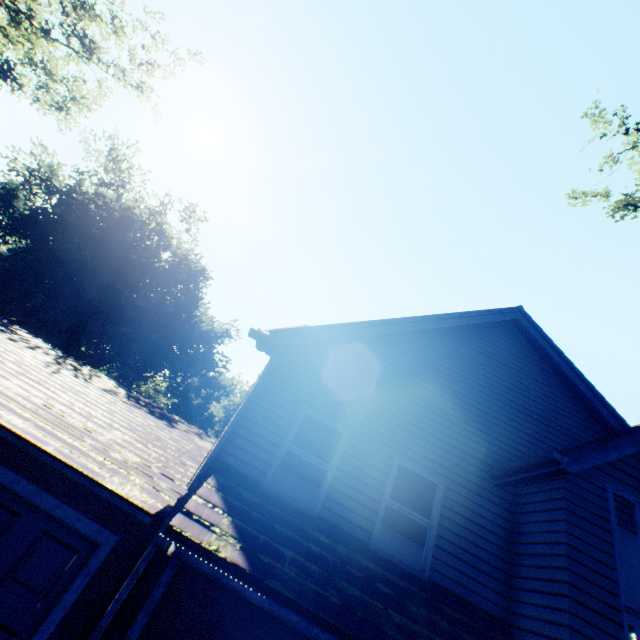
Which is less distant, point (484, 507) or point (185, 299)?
point (484, 507)

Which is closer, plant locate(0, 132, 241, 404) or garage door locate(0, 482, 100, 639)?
garage door locate(0, 482, 100, 639)

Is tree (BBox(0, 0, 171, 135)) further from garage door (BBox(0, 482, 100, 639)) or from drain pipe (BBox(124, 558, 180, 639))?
garage door (BBox(0, 482, 100, 639))

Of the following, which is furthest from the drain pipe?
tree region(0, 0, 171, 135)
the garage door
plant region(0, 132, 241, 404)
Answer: plant region(0, 132, 241, 404)

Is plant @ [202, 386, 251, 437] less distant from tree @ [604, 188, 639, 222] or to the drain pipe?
tree @ [604, 188, 639, 222]

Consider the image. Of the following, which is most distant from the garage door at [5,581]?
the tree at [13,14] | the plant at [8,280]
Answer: the plant at [8,280]

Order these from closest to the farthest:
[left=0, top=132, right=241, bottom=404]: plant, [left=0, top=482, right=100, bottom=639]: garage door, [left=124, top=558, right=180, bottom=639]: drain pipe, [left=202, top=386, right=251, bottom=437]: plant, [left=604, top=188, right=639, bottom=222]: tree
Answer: [left=124, top=558, right=180, bottom=639]: drain pipe → [left=0, top=482, right=100, bottom=639]: garage door → [left=604, top=188, right=639, bottom=222]: tree → [left=0, top=132, right=241, bottom=404]: plant → [left=202, top=386, right=251, bottom=437]: plant

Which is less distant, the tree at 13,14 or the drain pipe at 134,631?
the drain pipe at 134,631
